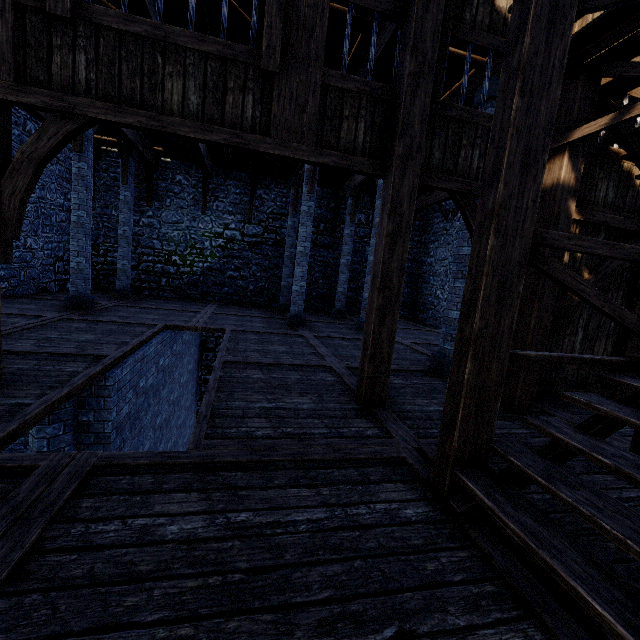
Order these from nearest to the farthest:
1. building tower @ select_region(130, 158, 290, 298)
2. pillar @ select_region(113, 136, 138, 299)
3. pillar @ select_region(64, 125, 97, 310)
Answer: pillar @ select_region(64, 125, 97, 310) < pillar @ select_region(113, 136, 138, 299) < building tower @ select_region(130, 158, 290, 298)

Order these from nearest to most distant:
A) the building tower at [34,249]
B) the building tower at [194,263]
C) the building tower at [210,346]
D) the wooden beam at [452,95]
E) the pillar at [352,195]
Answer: the wooden beam at [452,95] → the building tower at [34,249] → the pillar at [352,195] → the building tower at [194,263] → the building tower at [210,346]

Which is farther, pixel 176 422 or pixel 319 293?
pixel 319 293

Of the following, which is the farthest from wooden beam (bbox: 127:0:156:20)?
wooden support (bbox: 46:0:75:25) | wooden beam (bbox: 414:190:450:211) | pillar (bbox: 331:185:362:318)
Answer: wooden beam (bbox: 414:190:450:211)

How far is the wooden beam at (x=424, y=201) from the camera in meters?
13.3

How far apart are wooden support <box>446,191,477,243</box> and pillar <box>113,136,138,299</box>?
11.1m

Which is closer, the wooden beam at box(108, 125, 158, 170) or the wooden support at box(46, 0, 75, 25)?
the wooden support at box(46, 0, 75, 25)

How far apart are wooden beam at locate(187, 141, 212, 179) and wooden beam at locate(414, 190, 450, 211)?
9.4 meters
